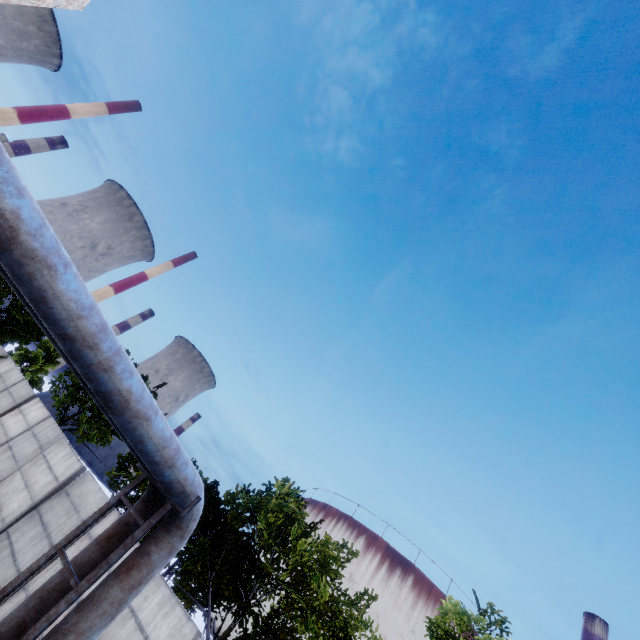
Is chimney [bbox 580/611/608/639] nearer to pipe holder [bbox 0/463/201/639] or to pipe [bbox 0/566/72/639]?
pipe [bbox 0/566/72/639]

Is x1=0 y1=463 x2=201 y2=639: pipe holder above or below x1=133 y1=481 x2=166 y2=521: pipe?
below

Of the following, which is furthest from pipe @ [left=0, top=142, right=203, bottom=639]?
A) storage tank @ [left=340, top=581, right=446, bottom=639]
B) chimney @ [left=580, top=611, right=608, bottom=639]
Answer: storage tank @ [left=340, top=581, right=446, bottom=639]

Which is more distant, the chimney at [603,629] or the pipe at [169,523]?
the chimney at [603,629]

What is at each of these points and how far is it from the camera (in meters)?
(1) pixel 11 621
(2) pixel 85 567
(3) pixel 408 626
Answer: (1) pipe, 4.86
(2) pipe, 5.40
(3) storage tank, 56.06

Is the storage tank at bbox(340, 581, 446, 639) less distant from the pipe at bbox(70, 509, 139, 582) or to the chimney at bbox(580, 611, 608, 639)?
the chimney at bbox(580, 611, 608, 639)

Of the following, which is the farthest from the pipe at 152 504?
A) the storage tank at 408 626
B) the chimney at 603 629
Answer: the storage tank at 408 626

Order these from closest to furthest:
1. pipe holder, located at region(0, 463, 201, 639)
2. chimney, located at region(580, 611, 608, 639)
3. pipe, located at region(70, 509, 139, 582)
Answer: pipe holder, located at region(0, 463, 201, 639), pipe, located at region(70, 509, 139, 582), chimney, located at region(580, 611, 608, 639)
